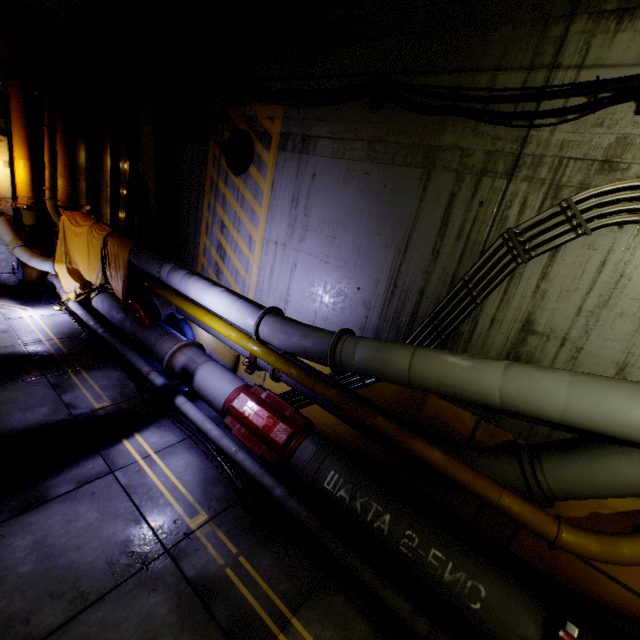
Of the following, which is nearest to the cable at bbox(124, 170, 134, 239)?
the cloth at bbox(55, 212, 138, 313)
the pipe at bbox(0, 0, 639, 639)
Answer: the pipe at bbox(0, 0, 639, 639)

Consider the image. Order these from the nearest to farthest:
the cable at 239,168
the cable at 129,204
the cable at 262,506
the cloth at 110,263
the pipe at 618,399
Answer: the pipe at 618,399
the cable at 262,506
the cable at 239,168
the cloth at 110,263
the cable at 129,204

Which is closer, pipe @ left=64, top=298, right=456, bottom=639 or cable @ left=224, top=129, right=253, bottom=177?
pipe @ left=64, top=298, right=456, bottom=639

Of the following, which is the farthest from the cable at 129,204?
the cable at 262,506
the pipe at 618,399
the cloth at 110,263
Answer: the cable at 262,506

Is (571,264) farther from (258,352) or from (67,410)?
(67,410)

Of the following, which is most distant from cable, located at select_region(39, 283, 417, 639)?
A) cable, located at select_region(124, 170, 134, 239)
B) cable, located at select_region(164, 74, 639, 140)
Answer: cable, located at select_region(164, 74, 639, 140)

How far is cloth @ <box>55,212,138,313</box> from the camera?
7.5 meters

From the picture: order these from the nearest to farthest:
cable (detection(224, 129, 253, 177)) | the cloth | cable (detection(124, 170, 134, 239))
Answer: cable (detection(224, 129, 253, 177)) → the cloth → cable (detection(124, 170, 134, 239))
